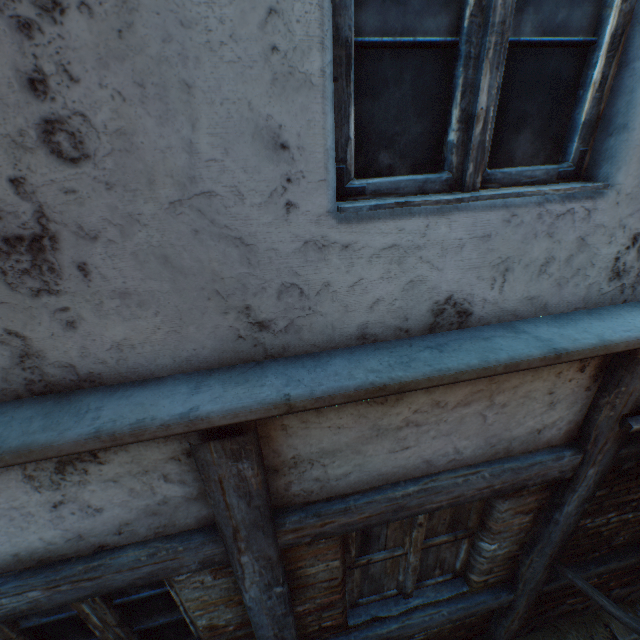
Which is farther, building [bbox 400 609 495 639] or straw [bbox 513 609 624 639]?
straw [bbox 513 609 624 639]

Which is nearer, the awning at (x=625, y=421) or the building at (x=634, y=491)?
the awning at (x=625, y=421)

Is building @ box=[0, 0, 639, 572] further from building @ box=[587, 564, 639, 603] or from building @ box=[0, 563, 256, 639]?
building @ box=[587, 564, 639, 603]

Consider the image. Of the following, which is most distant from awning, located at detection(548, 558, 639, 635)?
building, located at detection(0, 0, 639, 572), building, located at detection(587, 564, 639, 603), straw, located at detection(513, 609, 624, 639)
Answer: straw, located at detection(513, 609, 624, 639)

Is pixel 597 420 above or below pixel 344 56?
below

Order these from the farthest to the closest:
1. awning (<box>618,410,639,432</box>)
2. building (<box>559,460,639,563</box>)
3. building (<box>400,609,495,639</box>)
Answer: building (<box>400,609,495,639</box>)
building (<box>559,460,639,563</box>)
awning (<box>618,410,639,432</box>)

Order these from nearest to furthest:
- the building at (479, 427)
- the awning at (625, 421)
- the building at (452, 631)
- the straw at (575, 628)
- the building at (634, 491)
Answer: the building at (479, 427) < the awning at (625, 421) < the building at (634, 491) < the building at (452, 631) < the straw at (575, 628)
